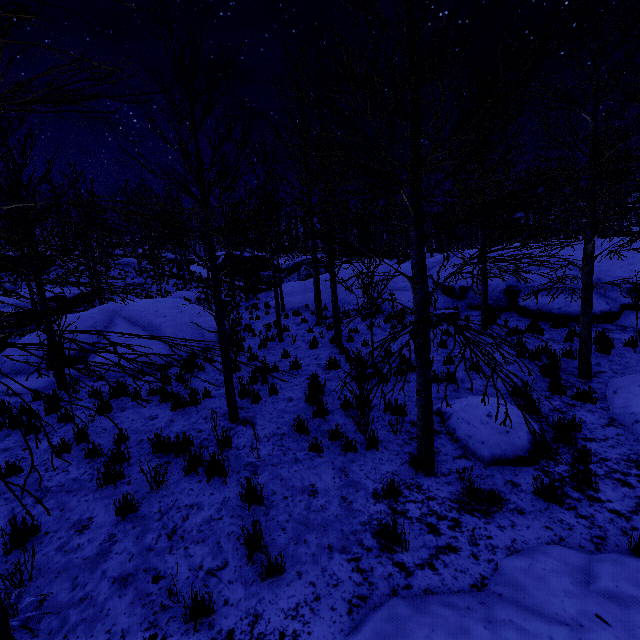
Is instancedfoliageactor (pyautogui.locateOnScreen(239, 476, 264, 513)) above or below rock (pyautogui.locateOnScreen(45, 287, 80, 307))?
below

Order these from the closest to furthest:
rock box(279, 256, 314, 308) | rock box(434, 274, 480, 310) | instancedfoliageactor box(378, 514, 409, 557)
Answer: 1. instancedfoliageactor box(378, 514, 409, 557)
2. rock box(434, 274, 480, 310)
3. rock box(279, 256, 314, 308)

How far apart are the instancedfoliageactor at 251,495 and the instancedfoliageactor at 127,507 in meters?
1.4 m

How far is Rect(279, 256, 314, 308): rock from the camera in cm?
1892

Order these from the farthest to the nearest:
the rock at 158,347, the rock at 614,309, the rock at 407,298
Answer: the rock at 407,298, the rock at 158,347, the rock at 614,309

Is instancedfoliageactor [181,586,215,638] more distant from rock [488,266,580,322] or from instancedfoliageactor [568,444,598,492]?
instancedfoliageactor [568,444,598,492]

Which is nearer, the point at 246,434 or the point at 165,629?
the point at 165,629

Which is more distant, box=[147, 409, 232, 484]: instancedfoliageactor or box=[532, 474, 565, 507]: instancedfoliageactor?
box=[147, 409, 232, 484]: instancedfoliageactor
